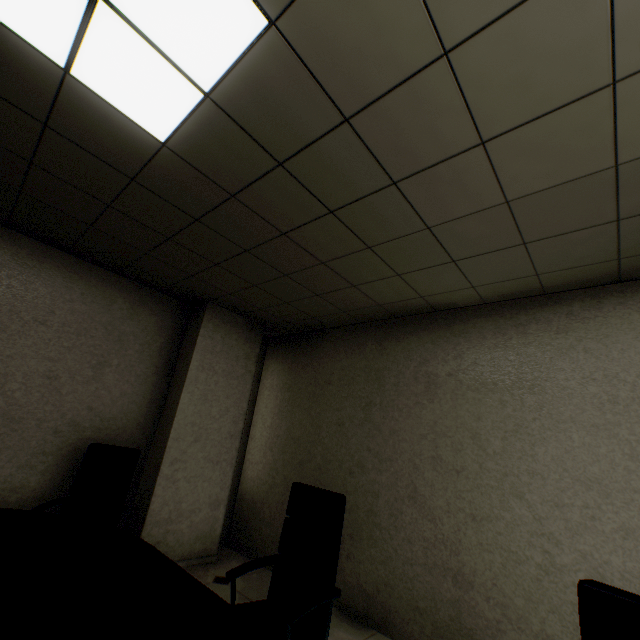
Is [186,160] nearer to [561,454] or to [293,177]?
[293,177]

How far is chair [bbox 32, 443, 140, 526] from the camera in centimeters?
279cm

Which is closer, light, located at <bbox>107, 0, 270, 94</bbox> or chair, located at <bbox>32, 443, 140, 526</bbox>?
light, located at <bbox>107, 0, 270, 94</bbox>

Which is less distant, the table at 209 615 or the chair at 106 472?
the table at 209 615

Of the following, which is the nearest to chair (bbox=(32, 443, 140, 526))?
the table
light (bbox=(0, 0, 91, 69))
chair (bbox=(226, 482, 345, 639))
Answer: the table

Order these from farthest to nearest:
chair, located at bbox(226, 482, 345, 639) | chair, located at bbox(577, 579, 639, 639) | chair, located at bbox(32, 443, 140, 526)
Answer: chair, located at bbox(32, 443, 140, 526) < chair, located at bbox(226, 482, 345, 639) < chair, located at bbox(577, 579, 639, 639)

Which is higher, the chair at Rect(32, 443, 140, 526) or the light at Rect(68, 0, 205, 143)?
the light at Rect(68, 0, 205, 143)

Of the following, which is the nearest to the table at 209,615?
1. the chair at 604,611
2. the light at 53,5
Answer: the chair at 604,611
